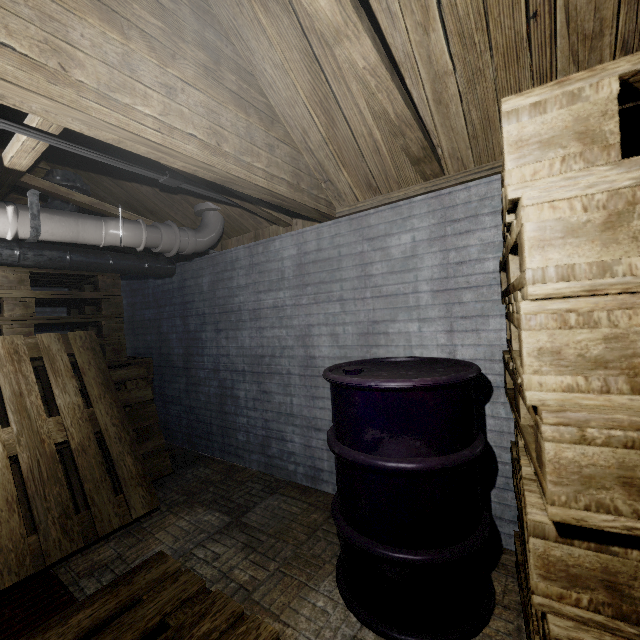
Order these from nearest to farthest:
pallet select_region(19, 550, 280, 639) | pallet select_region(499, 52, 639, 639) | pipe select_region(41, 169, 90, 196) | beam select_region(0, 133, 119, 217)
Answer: pallet select_region(499, 52, 639, 639) < pallet select_region(19, 550, 280, 639) < beam select_region(0, 133, 119, 217) < pipe select_region(41, 169, 90, 196)

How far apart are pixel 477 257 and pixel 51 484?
2.78m

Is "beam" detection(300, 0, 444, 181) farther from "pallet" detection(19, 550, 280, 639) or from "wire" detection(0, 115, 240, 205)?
"pallet" detection(19, 550, 280, 639)

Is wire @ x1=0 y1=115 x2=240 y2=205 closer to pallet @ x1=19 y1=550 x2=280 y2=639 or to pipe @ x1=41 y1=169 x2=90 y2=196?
pipe @ x1=41 y1=169 x2=90 y2=196

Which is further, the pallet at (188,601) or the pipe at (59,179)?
the pipe at (59,179)

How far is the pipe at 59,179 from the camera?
2.4m

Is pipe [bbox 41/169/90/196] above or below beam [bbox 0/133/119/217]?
above

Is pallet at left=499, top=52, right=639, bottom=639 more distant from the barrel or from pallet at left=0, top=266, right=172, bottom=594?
pallet at left=0, top=266, right=172, bottom=594
